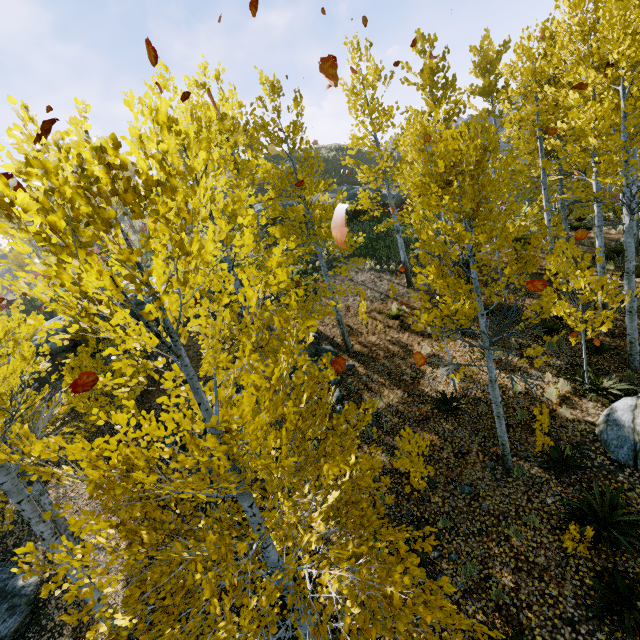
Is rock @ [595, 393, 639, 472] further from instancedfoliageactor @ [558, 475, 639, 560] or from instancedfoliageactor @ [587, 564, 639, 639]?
instancedfoliageactor @ [587, 564, 639, 639]

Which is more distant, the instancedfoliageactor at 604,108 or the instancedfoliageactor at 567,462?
the instancedfoliageactor at 567,462

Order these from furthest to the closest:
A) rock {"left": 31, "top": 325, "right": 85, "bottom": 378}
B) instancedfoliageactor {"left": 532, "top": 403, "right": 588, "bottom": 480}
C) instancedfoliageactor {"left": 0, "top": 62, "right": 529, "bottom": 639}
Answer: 1. rock {"left": 31, "top": 325, "right": 85, "bottom": 378}
2. instancedfoliageactor {"left": 532, "top": 403, "right": 588, "bottom": 480}
3. instancedfoliageactor {"left": 0, "top": 62, "right": 529, "bottom": 639}

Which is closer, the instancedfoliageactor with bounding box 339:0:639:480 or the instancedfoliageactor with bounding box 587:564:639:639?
the instancedfoliageactor with bounding box 587:564:639:639

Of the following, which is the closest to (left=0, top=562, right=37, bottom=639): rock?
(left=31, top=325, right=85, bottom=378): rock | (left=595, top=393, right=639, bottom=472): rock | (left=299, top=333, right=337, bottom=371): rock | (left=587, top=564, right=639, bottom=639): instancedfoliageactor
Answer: (left=299, top=333, right=337, bottom=371): rock

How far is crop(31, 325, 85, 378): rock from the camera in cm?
1606

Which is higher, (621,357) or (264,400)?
(264,400)
